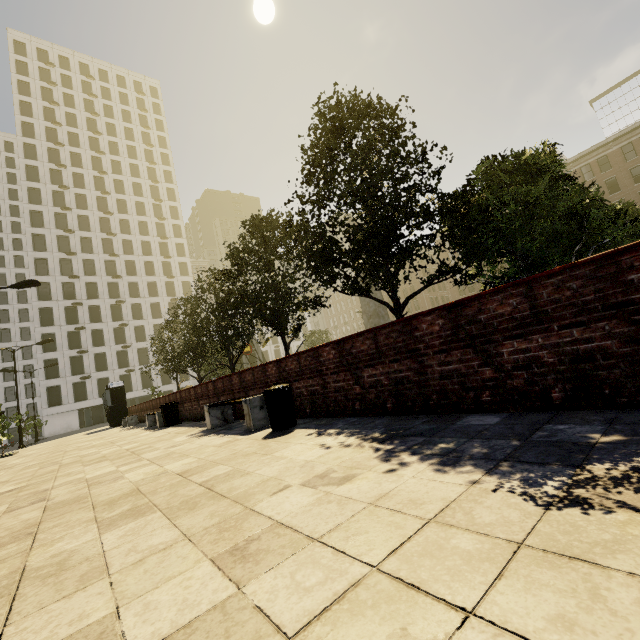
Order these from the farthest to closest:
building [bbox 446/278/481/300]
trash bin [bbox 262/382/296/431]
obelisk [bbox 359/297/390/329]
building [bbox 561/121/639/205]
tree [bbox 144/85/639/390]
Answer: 1. building [bbox 446/278/481/300]
2. building [bbox 561/121/639/205]
3. obelisk [bbox 359/297/390/329]
4. tree [bbox 144/85/639/390]
5. trash bin [bbox 262/382/296/431]

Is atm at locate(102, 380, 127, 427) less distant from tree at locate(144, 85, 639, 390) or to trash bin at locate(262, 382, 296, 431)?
tree at locate(144, 85, 639, 390)

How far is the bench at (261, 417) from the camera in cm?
607

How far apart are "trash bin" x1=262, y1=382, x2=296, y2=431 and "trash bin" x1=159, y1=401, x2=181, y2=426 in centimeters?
809cm

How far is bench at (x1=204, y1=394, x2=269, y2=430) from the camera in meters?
6.1 m

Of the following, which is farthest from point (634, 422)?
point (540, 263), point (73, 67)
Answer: point (73, 67)

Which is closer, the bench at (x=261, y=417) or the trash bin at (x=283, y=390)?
the trash bin at (x=283, y=390)

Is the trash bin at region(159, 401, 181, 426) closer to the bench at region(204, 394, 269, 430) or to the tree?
the tree
